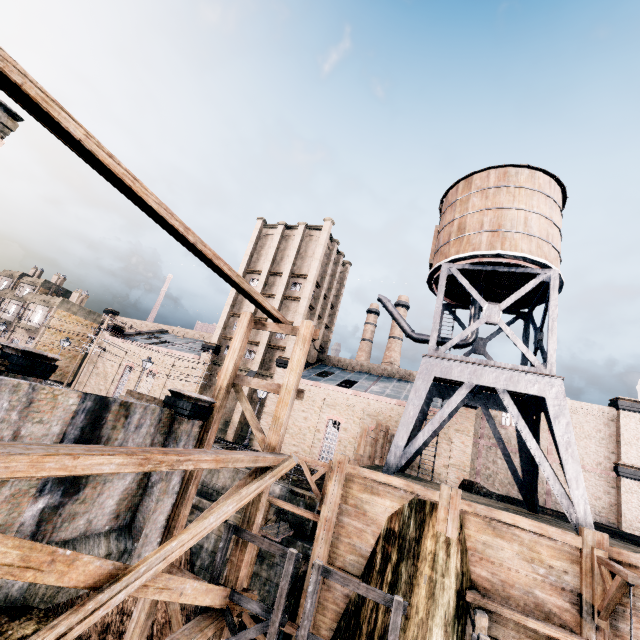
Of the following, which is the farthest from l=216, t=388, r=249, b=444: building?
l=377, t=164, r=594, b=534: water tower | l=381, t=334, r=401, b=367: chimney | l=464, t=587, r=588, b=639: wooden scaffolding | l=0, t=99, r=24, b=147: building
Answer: l=0, t=99, r=24, b=147: building

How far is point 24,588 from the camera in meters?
8.3 m

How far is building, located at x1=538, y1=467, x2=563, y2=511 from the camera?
32.1m

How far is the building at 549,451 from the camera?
32.7m

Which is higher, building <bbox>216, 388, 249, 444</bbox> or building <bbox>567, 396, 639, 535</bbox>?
building <bbox>567, 396, 639, 535</bbox>

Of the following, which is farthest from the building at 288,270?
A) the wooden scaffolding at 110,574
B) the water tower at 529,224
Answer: the wooden scaffolding at 110,574

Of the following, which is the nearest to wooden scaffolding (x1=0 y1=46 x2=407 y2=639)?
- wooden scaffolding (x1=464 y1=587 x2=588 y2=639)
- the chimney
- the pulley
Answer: wooden scaffolding (x1=464 y1=587 x2=588 y2=639)

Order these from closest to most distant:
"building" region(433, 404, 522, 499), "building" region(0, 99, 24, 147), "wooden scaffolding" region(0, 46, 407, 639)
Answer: "wooden scaffolding" region(0, 46, 407, 639), "building" region(0, 99, 24, 147), "building" region(433, 404, 522, 499)
